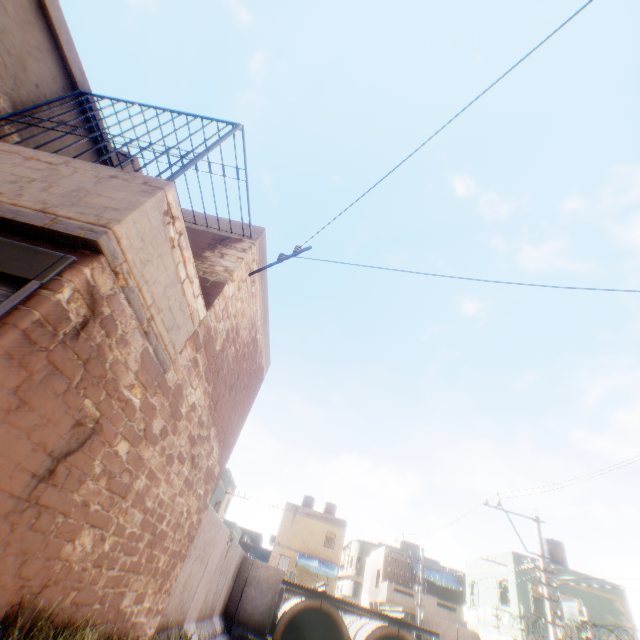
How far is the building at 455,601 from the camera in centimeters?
1984cm

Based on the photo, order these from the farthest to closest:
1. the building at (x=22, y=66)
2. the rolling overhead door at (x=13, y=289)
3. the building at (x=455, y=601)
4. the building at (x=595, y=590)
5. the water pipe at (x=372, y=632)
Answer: the building at (x=455, y=601) → the building at (x=595, y=590) → the water pipe at (x=372, y=632) → the building at (x=22, y=66) → the rolling overhead door at (x=13, y=289)

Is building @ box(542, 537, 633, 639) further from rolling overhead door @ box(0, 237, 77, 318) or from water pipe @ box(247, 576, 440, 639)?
rolling overhead door @ box(0, 237, 77, 318)

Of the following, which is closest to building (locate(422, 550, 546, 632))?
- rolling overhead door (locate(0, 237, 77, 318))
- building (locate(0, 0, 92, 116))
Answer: building (locate(0, 0, 92, 116))

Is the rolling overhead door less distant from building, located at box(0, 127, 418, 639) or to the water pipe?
building, located at box(0, 127, 418, 639)

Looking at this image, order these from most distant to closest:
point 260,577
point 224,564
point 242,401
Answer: point 260,577 < point 224,564 < point 242,401

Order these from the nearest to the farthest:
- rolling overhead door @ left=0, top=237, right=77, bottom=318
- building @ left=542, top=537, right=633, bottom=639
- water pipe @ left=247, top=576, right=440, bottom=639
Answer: rolling overhead door @ left=0, top=237, right=77, bottom=318
water pipe @ left=247, top=576, right=440, bottom=639
building @ left=542, top=537, right=633, bottom=639
